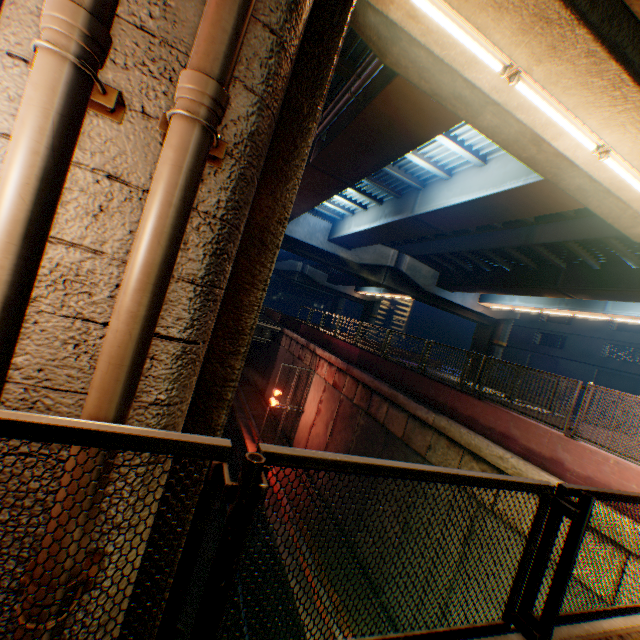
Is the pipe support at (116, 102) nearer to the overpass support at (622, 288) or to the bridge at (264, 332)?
the overpass support at (622, 288)

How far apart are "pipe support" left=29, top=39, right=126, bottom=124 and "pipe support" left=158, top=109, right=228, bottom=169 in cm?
24

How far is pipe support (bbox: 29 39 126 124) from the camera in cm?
130

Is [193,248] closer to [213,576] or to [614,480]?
[213,576]

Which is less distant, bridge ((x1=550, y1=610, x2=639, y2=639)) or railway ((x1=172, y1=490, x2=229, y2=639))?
bridge ((x1=550, y1=610, x2=639, y2=639))

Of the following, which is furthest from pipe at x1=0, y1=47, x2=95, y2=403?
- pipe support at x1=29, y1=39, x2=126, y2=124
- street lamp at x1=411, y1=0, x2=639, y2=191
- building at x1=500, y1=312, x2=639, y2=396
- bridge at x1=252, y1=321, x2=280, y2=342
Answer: building at x1=500, y1=312, x2=639, y2=396

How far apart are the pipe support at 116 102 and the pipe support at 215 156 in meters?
0.2

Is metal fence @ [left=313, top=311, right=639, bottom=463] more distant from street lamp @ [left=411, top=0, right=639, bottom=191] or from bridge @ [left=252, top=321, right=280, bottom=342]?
street lamp @ [left=411, top=0, right=639, bottom=191]
